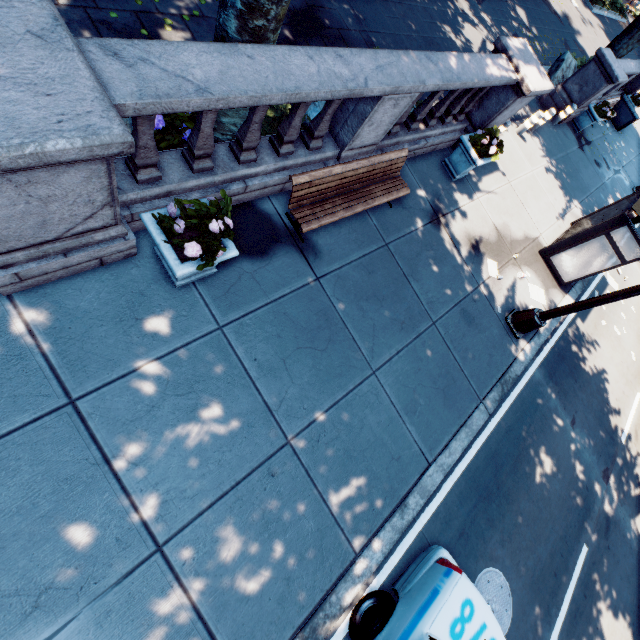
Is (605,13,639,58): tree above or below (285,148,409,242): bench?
above

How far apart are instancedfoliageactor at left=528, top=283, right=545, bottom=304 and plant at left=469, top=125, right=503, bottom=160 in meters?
3.5 m

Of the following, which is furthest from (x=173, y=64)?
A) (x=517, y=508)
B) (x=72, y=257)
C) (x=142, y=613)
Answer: (x=517, y=508)

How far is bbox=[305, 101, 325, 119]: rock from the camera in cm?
611

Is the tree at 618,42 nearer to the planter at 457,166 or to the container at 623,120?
the container at 623,120

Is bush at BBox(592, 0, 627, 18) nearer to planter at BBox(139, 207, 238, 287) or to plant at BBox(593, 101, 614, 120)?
plant at BBox(593, 101, 614, 120)

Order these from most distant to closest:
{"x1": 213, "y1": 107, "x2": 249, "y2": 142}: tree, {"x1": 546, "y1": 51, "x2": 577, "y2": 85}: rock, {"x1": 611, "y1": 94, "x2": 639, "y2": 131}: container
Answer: {"x1": 611, "y1": 94, "x2": 639, "y2": 131}: container → {"x1": 546, "y1": 51, "x2": 577, "y2": 85}: rock → {"x1": 213, "y1": 107, "x2": 249, "y2": 142}: tree

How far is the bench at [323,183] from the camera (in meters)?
5.10
